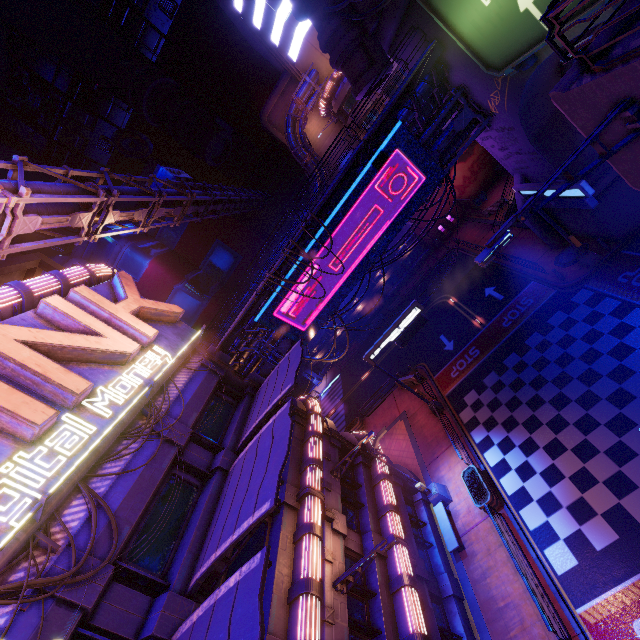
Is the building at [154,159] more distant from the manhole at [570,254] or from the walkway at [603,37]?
the walkway at [603,37]

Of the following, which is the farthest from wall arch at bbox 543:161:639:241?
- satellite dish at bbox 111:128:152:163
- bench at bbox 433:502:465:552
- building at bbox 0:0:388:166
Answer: satellite dish at bbox 111:128:152:163

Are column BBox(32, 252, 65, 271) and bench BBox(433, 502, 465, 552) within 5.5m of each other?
no

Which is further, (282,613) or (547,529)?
(547,529)

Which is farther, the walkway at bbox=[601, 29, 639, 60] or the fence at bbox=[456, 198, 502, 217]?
the fence at bbox=[456, 198, 502, 217]

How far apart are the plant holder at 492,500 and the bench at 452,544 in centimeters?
176cm

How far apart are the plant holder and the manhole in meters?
14.6 m

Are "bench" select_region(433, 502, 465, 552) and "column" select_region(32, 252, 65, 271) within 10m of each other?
no
